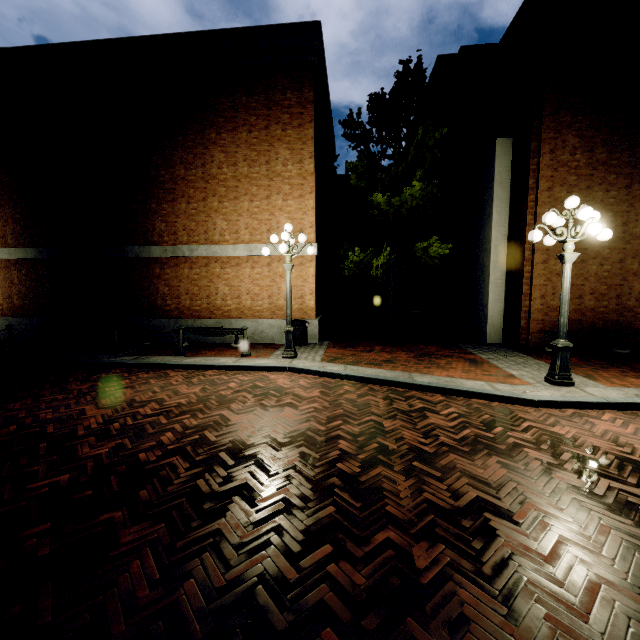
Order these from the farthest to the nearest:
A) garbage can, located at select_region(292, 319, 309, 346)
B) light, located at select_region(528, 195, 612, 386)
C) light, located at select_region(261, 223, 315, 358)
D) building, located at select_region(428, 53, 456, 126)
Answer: building, located at select_region(428, 53, 456, 126)
garbage can, located at select_region(292, 319, 309, 346)
light, located at select_region(261, 223, 315, 358)
light, located at select_region(528, 195, 612, 386)

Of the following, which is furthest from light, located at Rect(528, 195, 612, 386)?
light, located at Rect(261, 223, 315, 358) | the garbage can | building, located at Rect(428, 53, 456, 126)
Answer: building, located at Rect(428, 53, 456, 126)

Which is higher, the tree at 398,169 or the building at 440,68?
the building at 440,68

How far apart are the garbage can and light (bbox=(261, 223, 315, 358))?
1.60m

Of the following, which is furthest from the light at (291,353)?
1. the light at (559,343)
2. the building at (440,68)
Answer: the building at (440,68)

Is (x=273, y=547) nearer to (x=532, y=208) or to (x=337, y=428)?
(x=337, y=428)

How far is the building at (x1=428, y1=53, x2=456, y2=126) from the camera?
16.5m

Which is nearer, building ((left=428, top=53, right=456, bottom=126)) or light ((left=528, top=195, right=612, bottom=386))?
light ((left=528, top=195, right=612, bottom=386))
